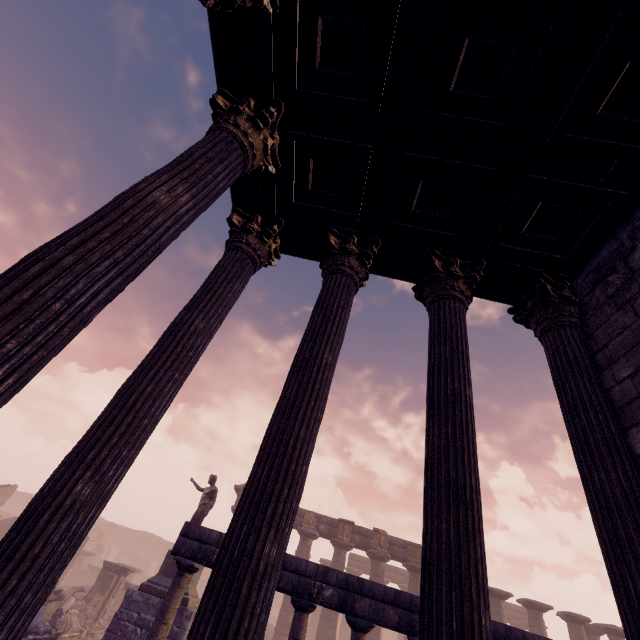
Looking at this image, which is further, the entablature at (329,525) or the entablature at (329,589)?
the entablature at (329,525)

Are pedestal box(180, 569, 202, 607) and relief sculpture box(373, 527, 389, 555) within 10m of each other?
no

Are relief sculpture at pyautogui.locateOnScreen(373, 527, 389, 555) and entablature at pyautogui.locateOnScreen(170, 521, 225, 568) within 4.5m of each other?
no

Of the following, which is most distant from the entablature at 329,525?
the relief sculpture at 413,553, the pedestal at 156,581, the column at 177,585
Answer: the column at 177,585

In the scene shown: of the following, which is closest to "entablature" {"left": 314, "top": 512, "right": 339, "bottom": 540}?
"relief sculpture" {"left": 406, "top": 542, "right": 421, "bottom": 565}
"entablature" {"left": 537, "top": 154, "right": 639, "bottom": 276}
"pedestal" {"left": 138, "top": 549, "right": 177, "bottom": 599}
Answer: "relief sculpture" {"left": 406, "top": 542, "right": 421, "bottom": 565}

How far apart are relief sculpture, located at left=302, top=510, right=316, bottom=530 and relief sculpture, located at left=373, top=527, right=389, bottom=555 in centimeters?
352cm

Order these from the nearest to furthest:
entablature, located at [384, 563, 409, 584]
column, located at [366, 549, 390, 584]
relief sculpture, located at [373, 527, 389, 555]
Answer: column, located at [366, 549, 390, 584] < relief sculpture, located at [373, 527, 389, 555] < entablature, located at [384, 563, 409, 584]

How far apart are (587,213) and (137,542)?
50.5m
